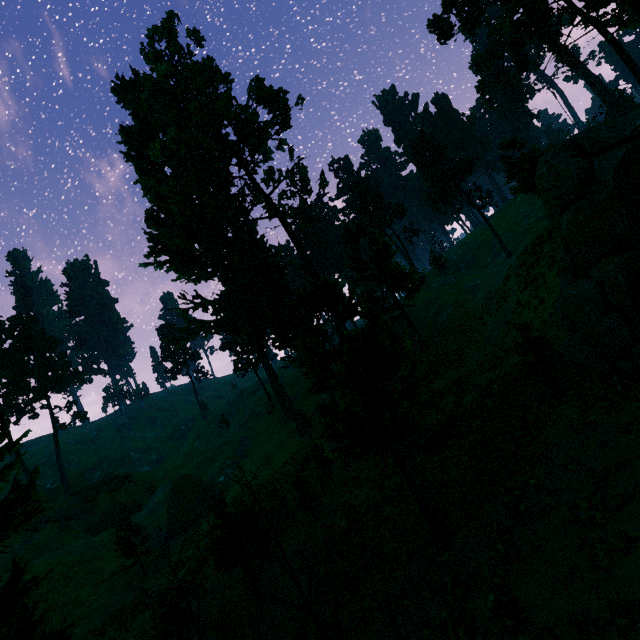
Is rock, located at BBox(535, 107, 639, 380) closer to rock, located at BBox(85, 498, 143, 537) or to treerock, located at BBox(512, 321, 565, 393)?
treerock, located at BBox(512, 321, 565, 393)

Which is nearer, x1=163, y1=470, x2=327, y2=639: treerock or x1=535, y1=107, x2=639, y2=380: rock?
x1=163, y1=470, x2=327, y2=639: treerock

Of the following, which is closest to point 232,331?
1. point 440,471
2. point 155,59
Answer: point 440,471

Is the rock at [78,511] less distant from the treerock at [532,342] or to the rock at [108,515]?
the rock at [108,515]

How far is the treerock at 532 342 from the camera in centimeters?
1452cm

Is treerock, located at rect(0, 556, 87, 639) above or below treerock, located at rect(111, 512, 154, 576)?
above

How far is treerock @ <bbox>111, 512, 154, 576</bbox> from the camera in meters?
29.9 m
